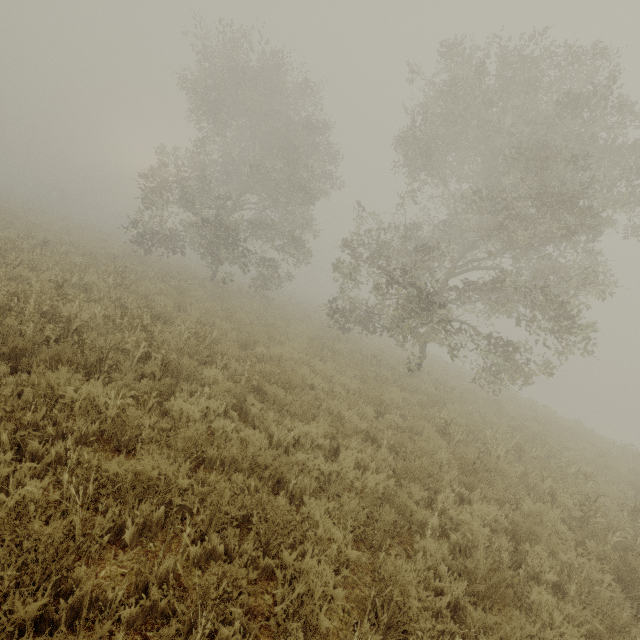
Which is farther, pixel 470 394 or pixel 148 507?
pixel 470 394
